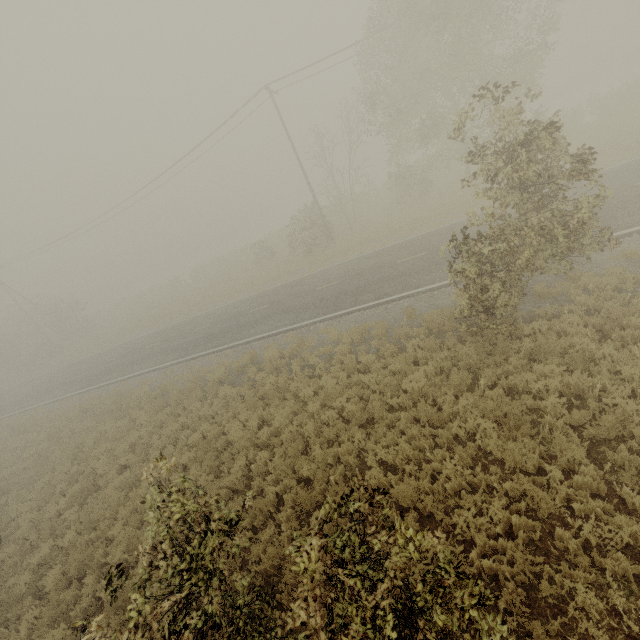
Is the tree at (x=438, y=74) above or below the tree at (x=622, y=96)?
above

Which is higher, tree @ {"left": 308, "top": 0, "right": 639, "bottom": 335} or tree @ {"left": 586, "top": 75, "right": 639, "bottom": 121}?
tree @ {"left": 308, "top": 0, "right": 639, "bottom": 335}

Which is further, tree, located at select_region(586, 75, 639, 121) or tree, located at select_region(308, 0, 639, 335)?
tree, located at select_region(586, 75, 639, 121)

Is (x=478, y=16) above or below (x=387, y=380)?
above

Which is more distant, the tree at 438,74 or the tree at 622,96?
the tree at 622,96
